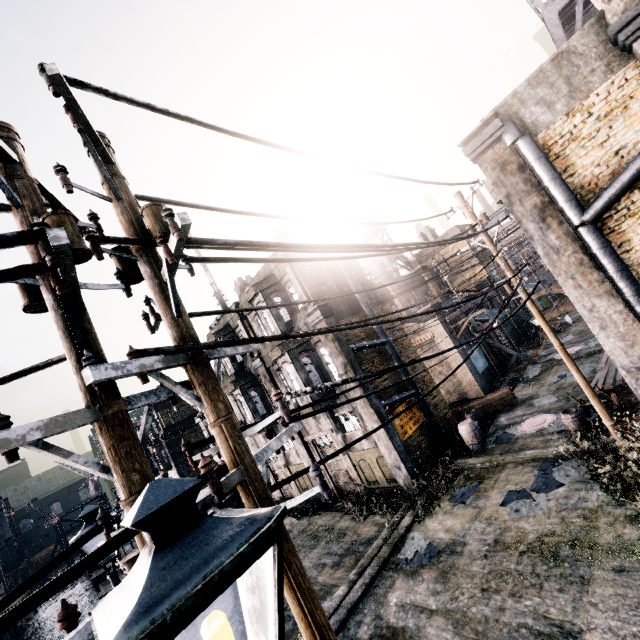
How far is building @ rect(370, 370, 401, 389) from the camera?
16.6m

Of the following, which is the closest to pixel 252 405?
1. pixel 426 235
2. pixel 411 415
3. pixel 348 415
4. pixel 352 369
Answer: pixel 348 415

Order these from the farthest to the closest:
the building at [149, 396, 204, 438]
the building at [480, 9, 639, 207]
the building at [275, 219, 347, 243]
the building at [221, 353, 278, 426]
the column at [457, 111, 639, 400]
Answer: the building at [149, 396, 204, 438] < the building at [221, 353, 278, 426] < the building at [275, 219, 347, 243] < the column at [457, 111, 639, 400] < the building at [480, 9, 639, 207]

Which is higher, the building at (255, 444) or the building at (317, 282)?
the building at (317, 282)

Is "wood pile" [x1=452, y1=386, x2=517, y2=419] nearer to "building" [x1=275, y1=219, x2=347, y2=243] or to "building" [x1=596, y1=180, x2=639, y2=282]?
"building" [x1=275, y1=219, x2=347, y2=243]

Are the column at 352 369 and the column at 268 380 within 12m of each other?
yes

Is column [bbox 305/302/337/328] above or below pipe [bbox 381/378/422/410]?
above

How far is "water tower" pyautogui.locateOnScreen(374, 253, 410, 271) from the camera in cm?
3478
